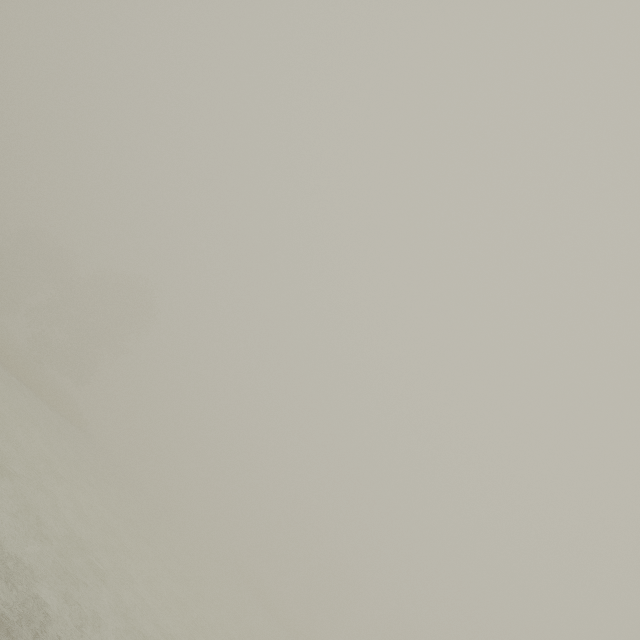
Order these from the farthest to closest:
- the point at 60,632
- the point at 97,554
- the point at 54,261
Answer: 1. the point at 54,261
2. the point at 97,554
3. the point at 60,632
